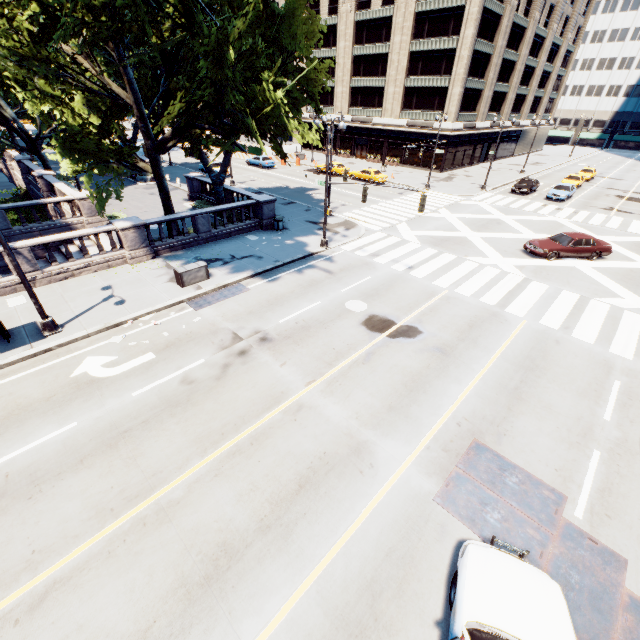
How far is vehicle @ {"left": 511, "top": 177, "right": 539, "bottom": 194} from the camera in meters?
36.1 m

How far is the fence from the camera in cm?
5097

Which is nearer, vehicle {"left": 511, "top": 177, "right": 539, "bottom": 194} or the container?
the container

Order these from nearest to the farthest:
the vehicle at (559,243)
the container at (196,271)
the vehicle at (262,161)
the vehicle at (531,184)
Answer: the container at (196,271) < the vehicle at (559,243) < the vehicle at (531,184) < the vehicle at (262,161)

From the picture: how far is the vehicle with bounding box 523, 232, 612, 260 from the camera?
20.50m

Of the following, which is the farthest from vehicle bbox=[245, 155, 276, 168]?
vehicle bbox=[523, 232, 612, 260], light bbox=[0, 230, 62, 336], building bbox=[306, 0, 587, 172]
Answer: light bbox=[0, 230, 62, 336]

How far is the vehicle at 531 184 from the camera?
36.1 meters

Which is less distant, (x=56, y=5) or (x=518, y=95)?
(x=56, y=5)
